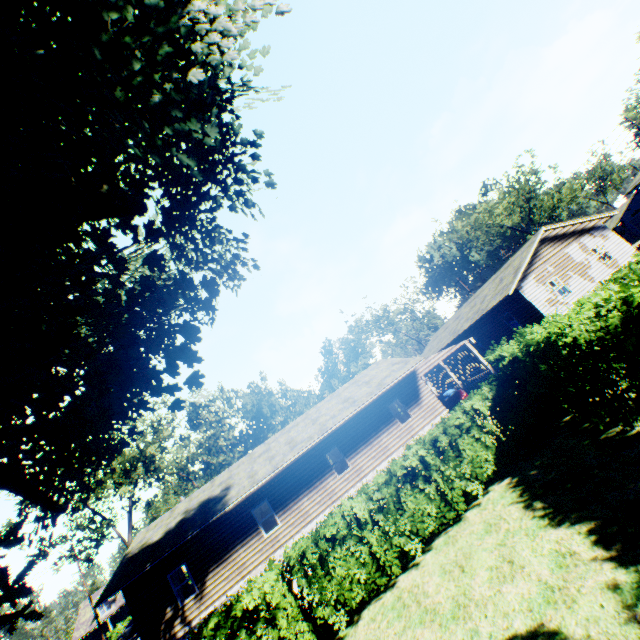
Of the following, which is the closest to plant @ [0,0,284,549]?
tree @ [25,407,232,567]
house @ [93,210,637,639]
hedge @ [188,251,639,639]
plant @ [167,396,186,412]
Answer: plant @ [167,396,186,412]

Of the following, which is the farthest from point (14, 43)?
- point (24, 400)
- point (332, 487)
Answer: point (332, 487)

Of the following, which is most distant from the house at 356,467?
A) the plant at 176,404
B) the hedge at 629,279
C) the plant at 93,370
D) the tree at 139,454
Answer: the tree at 139,454

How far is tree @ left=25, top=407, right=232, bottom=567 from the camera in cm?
2627

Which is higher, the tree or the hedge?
the tree

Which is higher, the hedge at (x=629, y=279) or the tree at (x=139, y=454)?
the tree at (x=139, y=454)

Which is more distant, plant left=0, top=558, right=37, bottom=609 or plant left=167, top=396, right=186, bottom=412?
plant left=167, top=396, right=186, bottom=412

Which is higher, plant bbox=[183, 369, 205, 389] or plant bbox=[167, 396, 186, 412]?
plant bbox=[183, 369, 205, 389]
